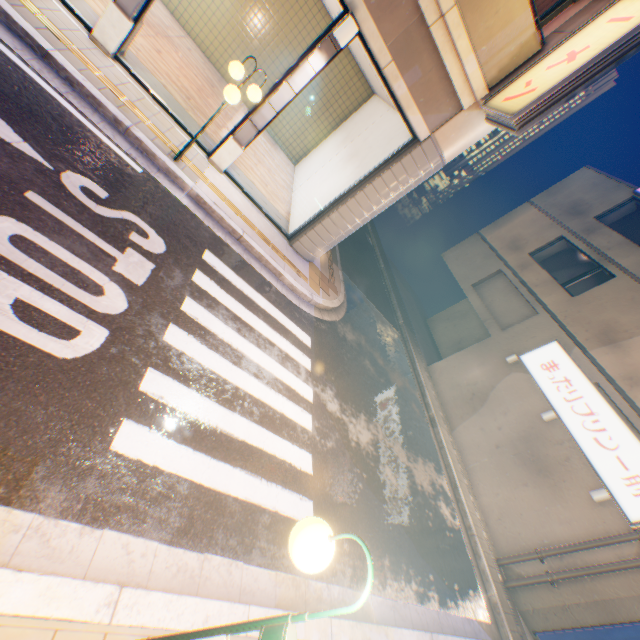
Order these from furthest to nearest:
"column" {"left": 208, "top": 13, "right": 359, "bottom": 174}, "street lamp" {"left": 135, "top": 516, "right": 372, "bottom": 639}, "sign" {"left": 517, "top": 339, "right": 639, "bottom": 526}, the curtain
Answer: "sign" {"left": 517, "top": 339, "right": 639, "bottom": 526}
the curtain
"column" {"left": 208, "top": 13, "right": 359, "bottom": 174}
"street lamp" {"left": 135, "top": 516, "right": 372, "bottom": 639}

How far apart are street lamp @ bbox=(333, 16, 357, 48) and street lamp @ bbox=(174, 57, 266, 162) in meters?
1.6 m

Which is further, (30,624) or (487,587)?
(487,587)

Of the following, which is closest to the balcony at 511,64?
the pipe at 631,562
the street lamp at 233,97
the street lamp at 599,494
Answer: the street lamp at 233,97

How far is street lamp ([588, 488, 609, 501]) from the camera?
9.2 meters

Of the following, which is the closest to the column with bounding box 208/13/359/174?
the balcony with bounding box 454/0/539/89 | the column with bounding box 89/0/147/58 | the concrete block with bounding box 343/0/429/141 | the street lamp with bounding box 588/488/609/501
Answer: the concrete block with bounding box 343/0/429/141

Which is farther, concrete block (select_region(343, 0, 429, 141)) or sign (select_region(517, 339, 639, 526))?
sign (select_region(517, 339, 639, 526))

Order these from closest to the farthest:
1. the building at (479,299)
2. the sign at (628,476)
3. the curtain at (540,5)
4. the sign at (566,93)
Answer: the sign at (566,93), the curtain at (540,5), the sign at (628,476), the building at (479,299)
